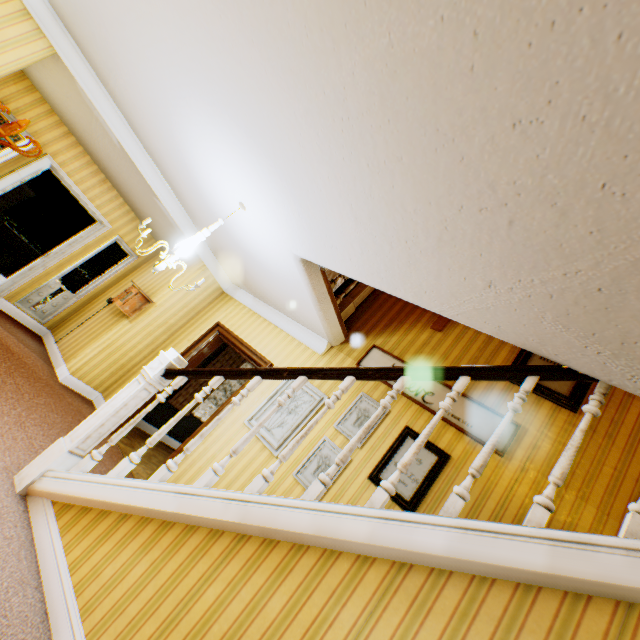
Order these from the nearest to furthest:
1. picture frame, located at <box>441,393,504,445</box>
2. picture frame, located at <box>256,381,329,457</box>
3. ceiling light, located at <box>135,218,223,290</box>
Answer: ceiling light, located at <box>135,218,223,290</box> → picture frame, located at <box>441,393,504,445</box> → picture frame, located at <box>256,381,329,457</box>

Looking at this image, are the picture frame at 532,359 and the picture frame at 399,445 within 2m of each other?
yes

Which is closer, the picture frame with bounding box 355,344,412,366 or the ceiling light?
the ceiling light

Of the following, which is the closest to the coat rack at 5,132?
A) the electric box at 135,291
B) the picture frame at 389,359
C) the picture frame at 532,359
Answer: the electric box at 135,291

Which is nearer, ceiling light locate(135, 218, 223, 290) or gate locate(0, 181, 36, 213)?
ceiling light locate(135, 218, 223, 290)

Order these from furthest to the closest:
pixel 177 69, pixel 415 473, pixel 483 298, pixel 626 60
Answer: pixel 415 473 → pixel 177 69 → pixel 483 298 → pixel 626 60

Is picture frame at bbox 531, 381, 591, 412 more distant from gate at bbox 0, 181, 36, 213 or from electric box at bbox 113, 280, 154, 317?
gate at bbox 0, 181, 36, 213

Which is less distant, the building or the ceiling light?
the building
